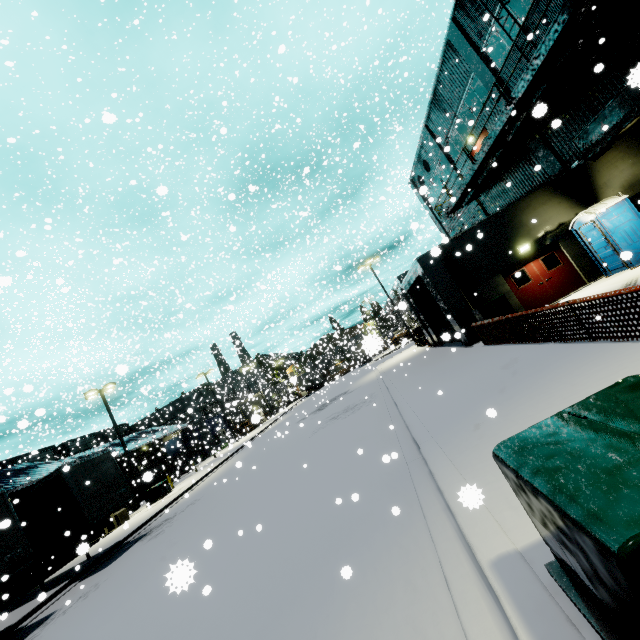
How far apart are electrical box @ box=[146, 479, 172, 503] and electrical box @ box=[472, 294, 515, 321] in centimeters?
2546cm

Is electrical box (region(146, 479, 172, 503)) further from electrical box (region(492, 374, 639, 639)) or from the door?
electrical box (region(492, 374, 639, 639))

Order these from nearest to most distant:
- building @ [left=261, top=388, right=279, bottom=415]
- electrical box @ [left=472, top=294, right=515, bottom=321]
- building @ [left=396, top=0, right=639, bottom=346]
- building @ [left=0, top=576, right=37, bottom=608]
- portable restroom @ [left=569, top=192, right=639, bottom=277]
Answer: building @ [left=396, top=0, right=639, bottom=346], portable restroom @ [left=569, top=192, right=639, bottom=277], electrical box @ [left=472, top=294, right=515, bottom=321], building @ [left=0, top=576, right=37, bottom=608], building @ [left=261, top=388, right=279, bottom=415]

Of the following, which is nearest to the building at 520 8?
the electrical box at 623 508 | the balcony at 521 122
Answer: the balcony at 521 122

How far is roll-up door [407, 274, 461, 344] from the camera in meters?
17.4 m

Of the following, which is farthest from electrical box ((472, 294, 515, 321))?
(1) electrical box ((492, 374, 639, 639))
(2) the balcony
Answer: (1) electrical box ((492, 374, 639, 639))

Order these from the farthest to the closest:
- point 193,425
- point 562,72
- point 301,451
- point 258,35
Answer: point 193,425, point 258,35, point 301,451, point 562,72

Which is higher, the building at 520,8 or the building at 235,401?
the building at 520,8
